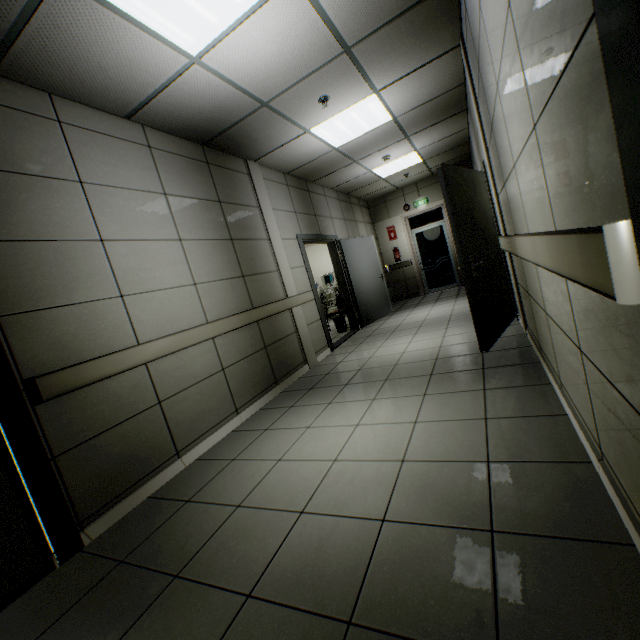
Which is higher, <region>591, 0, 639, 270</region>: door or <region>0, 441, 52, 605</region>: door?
<region>591, 0, 639, 270</region>: door

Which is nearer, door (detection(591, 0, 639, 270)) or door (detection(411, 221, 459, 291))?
door (detection(591, 0, 639, 270))

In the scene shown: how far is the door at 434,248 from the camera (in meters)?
9.58

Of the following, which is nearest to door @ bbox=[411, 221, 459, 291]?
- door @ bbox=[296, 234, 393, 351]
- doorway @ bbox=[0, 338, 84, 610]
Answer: door @ bbox=[296, 234, 393, 351]

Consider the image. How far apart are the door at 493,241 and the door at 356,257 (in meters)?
2.64

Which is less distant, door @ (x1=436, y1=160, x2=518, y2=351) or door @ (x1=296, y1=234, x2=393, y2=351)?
door @ (x1=436, y1=160, x2=518, y2=351)

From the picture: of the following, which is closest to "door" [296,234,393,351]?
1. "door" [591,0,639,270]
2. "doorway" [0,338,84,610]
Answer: "doorway" [0,338,84,610]

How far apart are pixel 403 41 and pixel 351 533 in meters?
4.2 m
